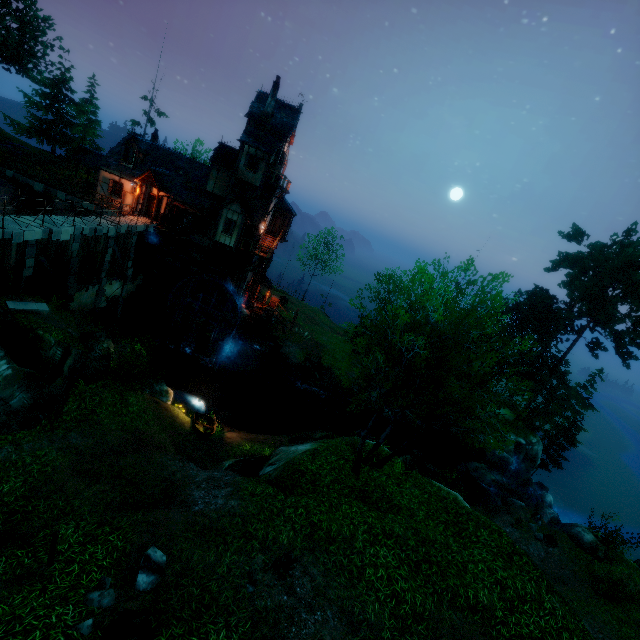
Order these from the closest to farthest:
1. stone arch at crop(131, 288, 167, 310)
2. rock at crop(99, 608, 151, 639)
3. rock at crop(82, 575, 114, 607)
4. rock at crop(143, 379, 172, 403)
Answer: rock at crop(99, 608, 151, 639), rock at crop(82, 575, 114, 607), rock at crop(143, 379, 172, 403), stone arch at crop(131, 288, 167, 310)

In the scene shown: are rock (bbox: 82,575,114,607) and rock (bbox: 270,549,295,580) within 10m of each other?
yes

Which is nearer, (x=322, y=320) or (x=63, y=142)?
(x=63, y=142)

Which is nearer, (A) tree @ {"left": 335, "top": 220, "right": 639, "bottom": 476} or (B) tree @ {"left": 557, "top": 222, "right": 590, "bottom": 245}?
(A) tree @ {"left": 335, "top": 220, "right": 639, "bottom": 476}

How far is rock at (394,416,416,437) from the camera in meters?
31.5

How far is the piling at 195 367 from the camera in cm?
2783

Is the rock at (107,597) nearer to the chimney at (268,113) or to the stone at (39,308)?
the stone at (39,308)

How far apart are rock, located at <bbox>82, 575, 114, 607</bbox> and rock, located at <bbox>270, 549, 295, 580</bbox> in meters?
3.4
